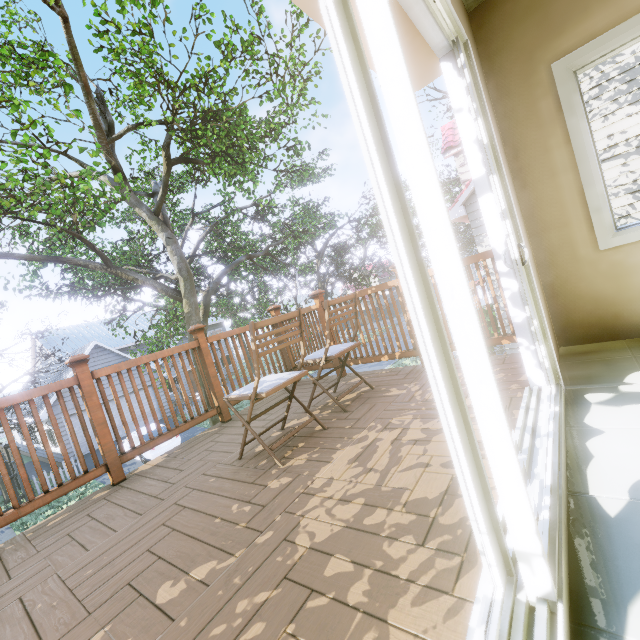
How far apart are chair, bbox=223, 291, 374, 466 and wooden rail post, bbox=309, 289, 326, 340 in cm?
136

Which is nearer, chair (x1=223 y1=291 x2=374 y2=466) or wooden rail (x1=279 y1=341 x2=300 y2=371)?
chair (x1=223 y1=291 x2=374 y2=466)

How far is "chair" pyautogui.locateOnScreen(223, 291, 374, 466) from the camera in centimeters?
207cm

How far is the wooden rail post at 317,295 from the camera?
3.9m

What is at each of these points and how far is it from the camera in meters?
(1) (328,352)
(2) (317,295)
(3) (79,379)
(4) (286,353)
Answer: (1) chair, 2.8 m
(2) wooden rail post, 3.8 m
(3) wooden rail, 2.6 m
(4) wooden rail, 4.4 m

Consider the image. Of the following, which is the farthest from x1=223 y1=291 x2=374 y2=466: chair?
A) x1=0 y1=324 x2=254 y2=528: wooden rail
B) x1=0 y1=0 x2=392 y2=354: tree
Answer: x1=0 y1=0 x2=392 y2=354: tree

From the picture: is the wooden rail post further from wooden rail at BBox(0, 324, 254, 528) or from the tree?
the tree

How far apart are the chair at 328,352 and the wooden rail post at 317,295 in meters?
1.4
